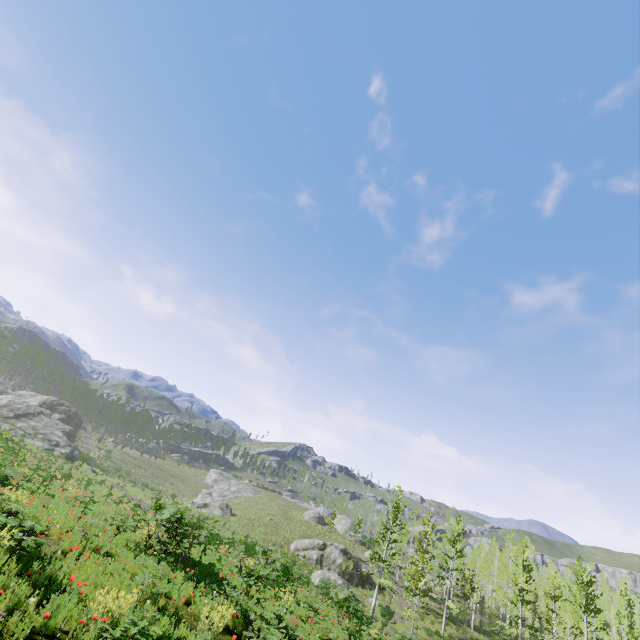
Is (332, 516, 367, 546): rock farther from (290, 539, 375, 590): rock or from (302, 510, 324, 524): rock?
(290, 539, 375, 590): rock

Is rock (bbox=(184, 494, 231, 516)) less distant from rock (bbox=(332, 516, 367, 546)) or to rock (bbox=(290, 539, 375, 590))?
rock (bbox=(290, 539, 375, 590))

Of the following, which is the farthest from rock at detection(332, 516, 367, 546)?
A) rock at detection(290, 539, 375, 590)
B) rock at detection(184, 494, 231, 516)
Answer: rock at detection(184, 494, 231, 516)

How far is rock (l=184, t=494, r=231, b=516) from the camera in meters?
44.0

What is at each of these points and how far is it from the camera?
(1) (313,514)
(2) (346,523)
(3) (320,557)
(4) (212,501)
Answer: (1) rock, 55.8 meters
(2) rock, 56.5 meters
(3) rock, 36.6 meters
(4) rock, 46.8 meters

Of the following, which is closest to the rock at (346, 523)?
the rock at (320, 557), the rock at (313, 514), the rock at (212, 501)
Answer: the rock at (313, 514)

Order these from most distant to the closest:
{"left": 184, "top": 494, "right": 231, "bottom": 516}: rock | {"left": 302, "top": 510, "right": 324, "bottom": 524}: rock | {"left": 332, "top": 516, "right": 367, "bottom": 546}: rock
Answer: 1. {"left": 302, "top": 510, "right": 324, "bottom": 524}: rock
2. {"left": 332, "top": 516, "right": 367, "bottom": 546}: rock
3. {"left": 184, "top": 494, "right": 231, "bottom": 516}: rock

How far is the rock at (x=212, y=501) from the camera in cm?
4397
